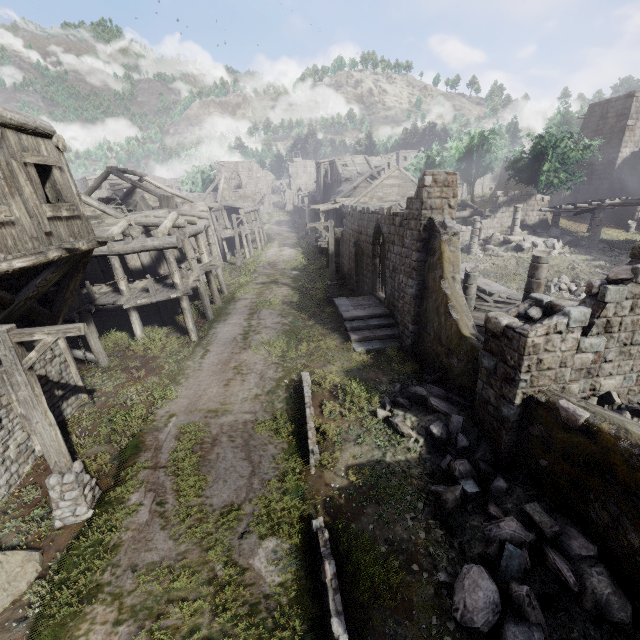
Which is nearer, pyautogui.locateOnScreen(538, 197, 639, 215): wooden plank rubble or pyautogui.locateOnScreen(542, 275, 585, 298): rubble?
pyautogui.locateOnScreen(542, 275, 585, 298): rubble

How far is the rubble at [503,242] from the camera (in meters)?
22.61

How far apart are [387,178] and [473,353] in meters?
24.1 m

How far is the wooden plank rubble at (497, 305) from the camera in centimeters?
1332cm

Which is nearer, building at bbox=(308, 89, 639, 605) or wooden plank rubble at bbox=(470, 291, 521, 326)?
building at bbox=(308, 89, 639, 605)

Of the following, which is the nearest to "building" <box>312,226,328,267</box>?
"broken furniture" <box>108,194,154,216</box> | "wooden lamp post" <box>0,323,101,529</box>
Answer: "broken furniture" <box>108,194,154,216</box>

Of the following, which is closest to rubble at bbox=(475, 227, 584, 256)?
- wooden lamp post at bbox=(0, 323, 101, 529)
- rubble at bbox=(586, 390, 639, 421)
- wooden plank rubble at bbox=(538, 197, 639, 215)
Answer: wooden plank rubble at bbox=(538, 197, 639, 215)

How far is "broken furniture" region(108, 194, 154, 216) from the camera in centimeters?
1720cm
